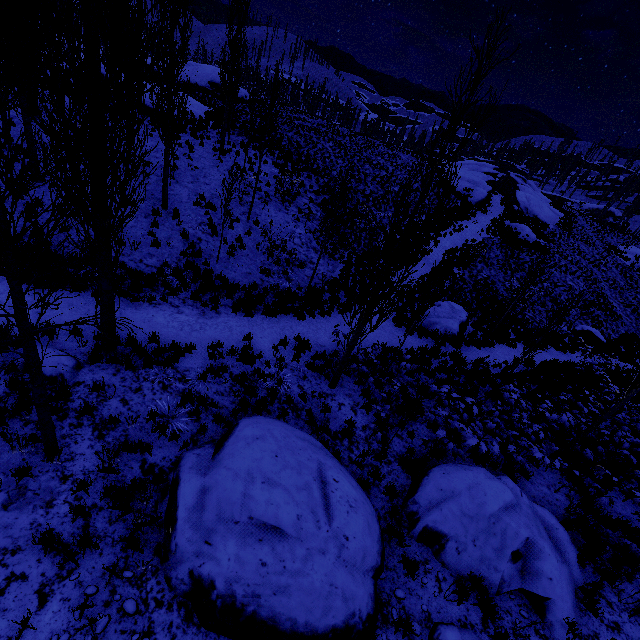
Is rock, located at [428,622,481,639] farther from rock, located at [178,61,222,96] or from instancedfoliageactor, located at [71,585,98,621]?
rock, located at [178,61,222,96]

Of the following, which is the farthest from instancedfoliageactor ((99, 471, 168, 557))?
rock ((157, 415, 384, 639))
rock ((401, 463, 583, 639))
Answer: rock ((157, 415, 384, 639))

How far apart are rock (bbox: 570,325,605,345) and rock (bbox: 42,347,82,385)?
25.2 meters

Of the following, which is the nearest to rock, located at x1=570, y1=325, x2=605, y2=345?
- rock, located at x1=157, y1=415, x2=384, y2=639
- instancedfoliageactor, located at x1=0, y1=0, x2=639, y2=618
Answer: instancedfoliageactor, located at x1=0, y1=0, x2=639, y2=618

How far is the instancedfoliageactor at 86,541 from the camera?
4.25m

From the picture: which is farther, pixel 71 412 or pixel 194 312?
pixel 194 312

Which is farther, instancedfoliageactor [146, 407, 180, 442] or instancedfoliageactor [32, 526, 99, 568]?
instancedfoliageactor [146, 407, 180, 442]

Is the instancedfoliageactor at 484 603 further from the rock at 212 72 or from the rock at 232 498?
the rock at 212 72
